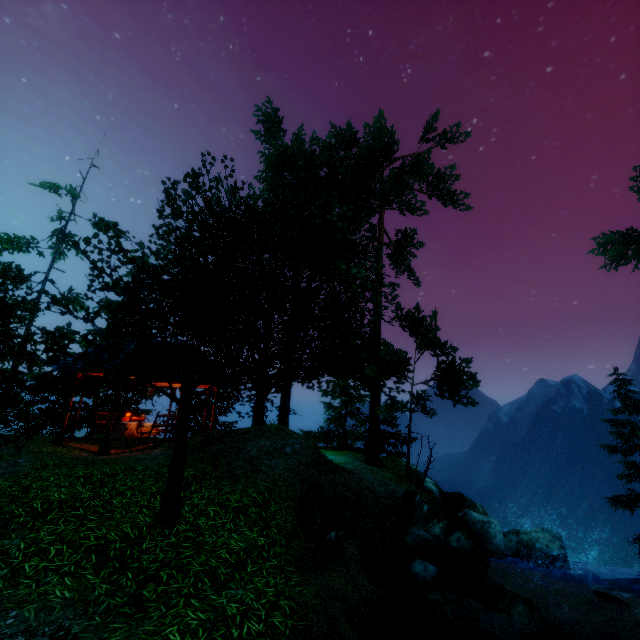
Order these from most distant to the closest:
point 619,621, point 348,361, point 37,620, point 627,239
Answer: point 627,239 → point 348,361 → point 619,621 → point 37,620

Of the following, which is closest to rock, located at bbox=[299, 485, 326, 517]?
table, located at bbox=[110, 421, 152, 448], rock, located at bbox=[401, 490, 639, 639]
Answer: rock, located at bbox=[401, 490, 639, 639]

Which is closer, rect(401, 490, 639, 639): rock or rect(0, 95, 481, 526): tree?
rect(0, 95, 481, 526): tree

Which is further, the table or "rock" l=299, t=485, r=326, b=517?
the table

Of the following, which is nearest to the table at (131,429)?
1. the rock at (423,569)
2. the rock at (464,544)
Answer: the rock at (423,569)

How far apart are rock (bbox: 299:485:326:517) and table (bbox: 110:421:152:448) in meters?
8.7

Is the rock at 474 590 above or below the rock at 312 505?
below

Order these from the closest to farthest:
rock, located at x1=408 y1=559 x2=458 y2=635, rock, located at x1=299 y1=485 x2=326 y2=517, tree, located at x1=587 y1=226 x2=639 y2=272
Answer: rock, located at x1=408 y1=559 x2=458 y2=635 < rock, located at x1=299 y1=485 x2=326 y2=517 < tree, located at x1=587 y1=226 x2=639 y2=272
